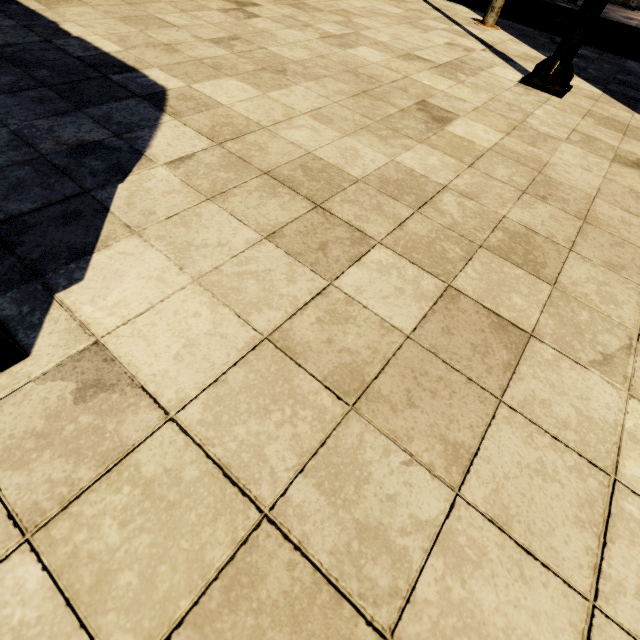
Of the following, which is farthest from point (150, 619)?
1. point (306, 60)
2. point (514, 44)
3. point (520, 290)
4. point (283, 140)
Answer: point (514, 44)

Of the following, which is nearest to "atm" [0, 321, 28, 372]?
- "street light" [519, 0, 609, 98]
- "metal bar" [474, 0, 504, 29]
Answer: "street light" [519, 0, 609, 98]

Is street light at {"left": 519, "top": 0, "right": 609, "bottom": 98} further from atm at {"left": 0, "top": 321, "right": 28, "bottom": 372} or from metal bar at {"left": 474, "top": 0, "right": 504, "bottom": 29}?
atm at {"left": 0, "top": 321, "right": 28, "bottom": 372}

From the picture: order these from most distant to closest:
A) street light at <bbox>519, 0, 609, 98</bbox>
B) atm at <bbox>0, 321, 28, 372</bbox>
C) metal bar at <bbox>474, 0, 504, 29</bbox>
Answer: metal bar at <bbox>474, 0, 504, 29</bbox>, street light at <bbox>519, 0, 609, 98</bbox>, atm at <bbox>0, 321, 28, 372</bbox>

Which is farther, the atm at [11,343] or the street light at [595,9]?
the street light at [595,9]

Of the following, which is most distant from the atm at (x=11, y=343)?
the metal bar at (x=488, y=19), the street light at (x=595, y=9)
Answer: the metal bar at (x=488, y=19)
